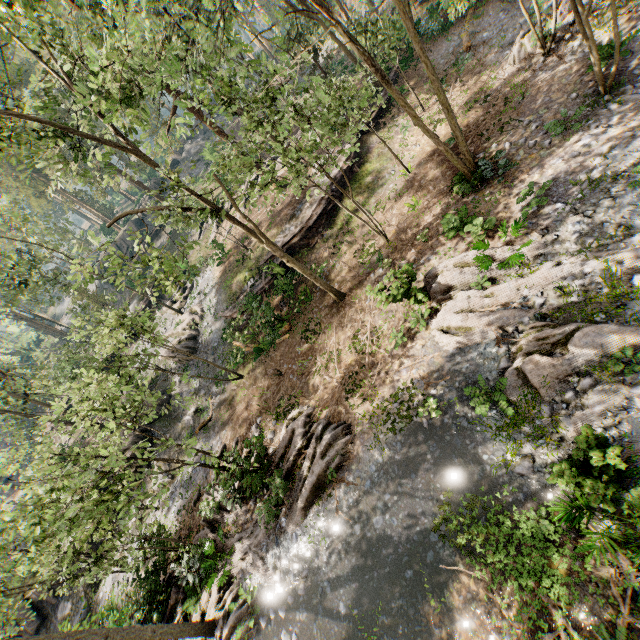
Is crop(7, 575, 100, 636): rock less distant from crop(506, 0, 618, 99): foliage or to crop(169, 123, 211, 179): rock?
crop(506, 0, 618, 99): foliage

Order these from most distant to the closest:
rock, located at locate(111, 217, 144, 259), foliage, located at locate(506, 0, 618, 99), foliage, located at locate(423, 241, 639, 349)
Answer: rock, located at locate(111, 217, 144, 259) → foliage, located at locate(506, 0, 618, 99) → foliage, located at locate(423, 241, 639, 349)

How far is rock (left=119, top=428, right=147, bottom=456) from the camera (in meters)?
Result: 21.61

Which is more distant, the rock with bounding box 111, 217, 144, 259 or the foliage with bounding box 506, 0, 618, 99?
the rock with bounding box 111, 217, 144, 259

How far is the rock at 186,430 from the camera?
21.99m

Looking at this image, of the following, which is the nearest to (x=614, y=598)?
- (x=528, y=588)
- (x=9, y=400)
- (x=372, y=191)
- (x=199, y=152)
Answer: (x=528, y=588)

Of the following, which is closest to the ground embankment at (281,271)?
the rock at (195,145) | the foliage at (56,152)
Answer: the foliage at (56,152)

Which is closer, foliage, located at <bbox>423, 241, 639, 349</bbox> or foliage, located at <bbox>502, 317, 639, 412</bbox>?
foliage, located at <bbox>502, 317, 639, 412</bbox>
